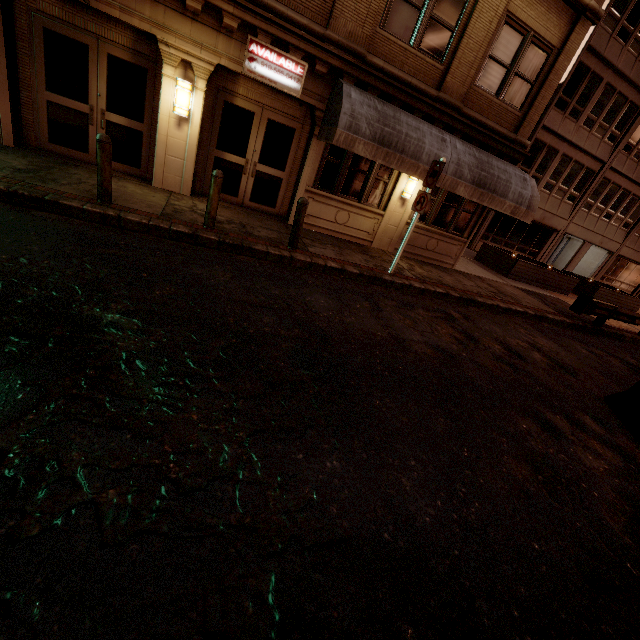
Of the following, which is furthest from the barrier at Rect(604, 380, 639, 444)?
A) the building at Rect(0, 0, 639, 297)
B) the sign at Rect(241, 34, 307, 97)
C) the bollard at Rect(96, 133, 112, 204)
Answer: the bollard at Rect(96, 133, 112, 204)

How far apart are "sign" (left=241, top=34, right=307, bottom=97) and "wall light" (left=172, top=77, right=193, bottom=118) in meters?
1.2 m

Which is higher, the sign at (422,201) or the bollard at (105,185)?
the sign at (422,201)

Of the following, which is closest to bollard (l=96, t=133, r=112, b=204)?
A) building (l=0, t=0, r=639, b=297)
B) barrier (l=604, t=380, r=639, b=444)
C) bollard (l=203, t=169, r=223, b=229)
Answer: bollard (l=203, t=169, r=223, b=229)

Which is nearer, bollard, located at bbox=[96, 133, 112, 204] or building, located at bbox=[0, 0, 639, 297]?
bollard, located at bbox=[96, 133, 112, 204]

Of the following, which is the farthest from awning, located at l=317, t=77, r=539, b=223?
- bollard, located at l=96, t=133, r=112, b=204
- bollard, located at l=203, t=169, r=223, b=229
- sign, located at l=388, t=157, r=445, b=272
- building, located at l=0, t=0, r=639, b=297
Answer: bollard, located at l=96, t=133, r=112, b=204

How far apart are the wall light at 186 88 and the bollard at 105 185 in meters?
2.5 m

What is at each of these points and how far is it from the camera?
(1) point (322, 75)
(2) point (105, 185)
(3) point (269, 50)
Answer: (1) building, 8.4m
(2) bollard, 6.2m
(3) sign, 7.8m
